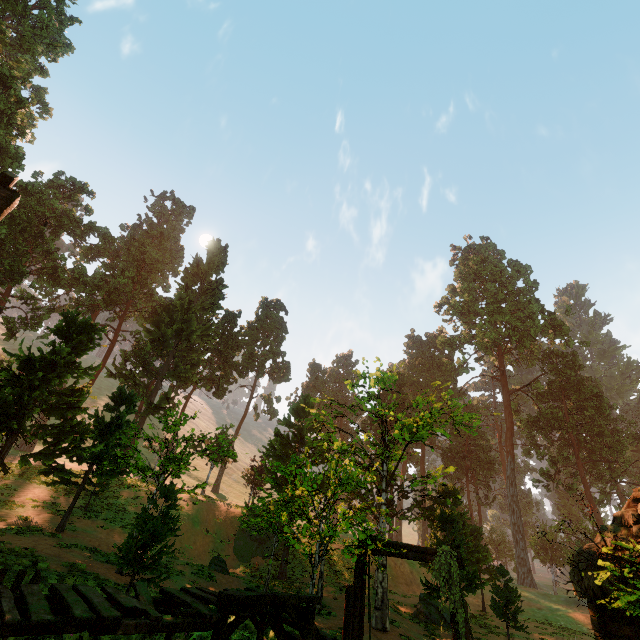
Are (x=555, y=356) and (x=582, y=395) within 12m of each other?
yes

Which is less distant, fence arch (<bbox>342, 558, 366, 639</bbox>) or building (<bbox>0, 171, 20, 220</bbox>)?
building (<bbox>0, 171, 20, 220</bbox>)

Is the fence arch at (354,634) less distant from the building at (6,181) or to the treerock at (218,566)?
the building at (6,181)

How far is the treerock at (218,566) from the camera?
20.1m

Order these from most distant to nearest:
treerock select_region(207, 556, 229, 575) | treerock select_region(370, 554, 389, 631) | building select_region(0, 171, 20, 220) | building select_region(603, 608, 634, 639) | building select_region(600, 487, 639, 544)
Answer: treerock select_region(207, 556, 229, 575), treerock select_region(370, 554, 389, 631), building select_region(600, 487, 639, 544), building select_region(603, 608, 634, 639), building select_region(0, 171, 20, 220)

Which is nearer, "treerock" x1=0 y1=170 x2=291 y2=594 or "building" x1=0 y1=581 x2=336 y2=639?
"building" x1=0 y1=581 x2=336 y2=639
